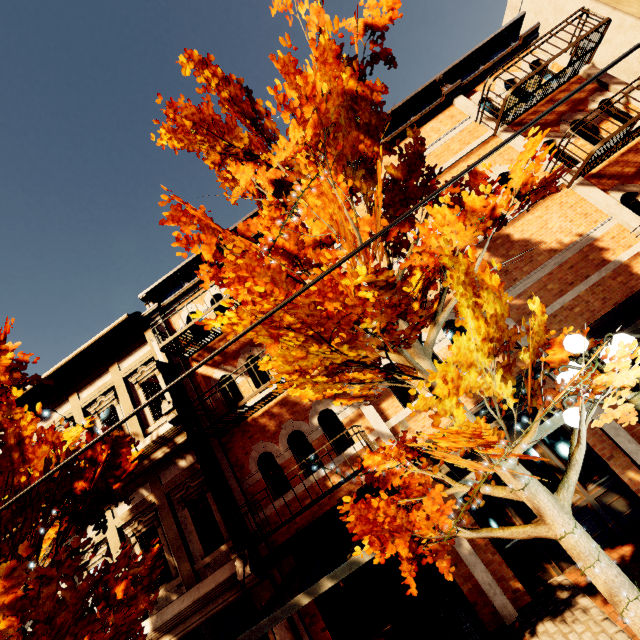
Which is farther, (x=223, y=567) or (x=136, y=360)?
(x=136, y=360)

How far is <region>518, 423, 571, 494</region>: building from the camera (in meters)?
7.02

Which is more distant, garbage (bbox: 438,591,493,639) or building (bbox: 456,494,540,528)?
building (bbox: 456,494,540,528)

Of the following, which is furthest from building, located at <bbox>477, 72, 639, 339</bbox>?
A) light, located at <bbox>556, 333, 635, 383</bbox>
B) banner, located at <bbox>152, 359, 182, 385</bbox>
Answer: light, located at <bbox>556, 333, 635, 383</bbox>

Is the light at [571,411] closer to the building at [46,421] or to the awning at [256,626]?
the awning at [256,626]

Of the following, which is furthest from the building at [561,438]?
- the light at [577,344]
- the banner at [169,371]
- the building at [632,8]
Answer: the light at [577,344]

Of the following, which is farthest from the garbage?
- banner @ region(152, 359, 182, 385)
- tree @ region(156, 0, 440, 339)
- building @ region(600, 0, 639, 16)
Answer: building @ region(600, 0, 639, 16)
